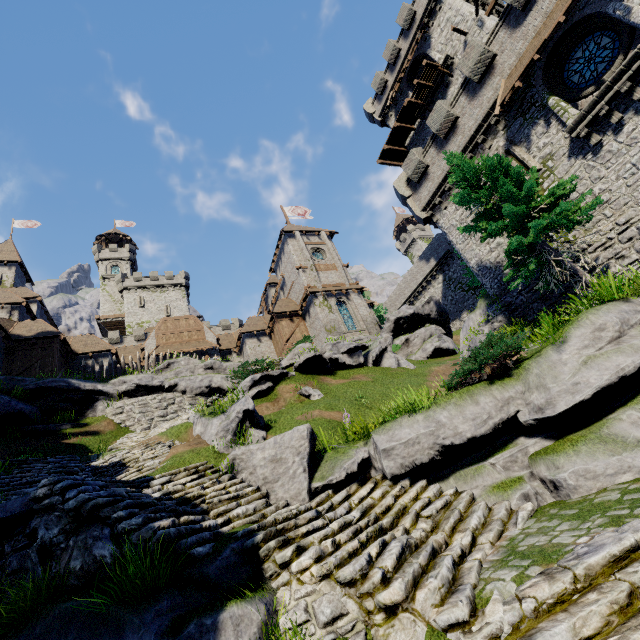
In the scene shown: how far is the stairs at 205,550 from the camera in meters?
4.9

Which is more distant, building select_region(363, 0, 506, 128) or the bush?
building select_region(363, 0, 506, 128)

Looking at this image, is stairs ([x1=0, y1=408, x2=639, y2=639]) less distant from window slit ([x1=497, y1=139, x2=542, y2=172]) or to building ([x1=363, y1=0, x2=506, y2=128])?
window slit ([x1=497, y1=139, x2=542, y2=172])

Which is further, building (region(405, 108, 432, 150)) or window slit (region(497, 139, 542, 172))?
building (region(405, 108, 432, 150))

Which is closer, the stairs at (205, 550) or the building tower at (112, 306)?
the stairs at (205, 550)

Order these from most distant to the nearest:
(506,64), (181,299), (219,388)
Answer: (181,299), (219,388), (506,64)

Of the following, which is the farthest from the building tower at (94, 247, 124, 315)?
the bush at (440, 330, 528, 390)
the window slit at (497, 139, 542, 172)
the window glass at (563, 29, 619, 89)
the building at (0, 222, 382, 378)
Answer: the window glass at (563, 29, 619, 89)

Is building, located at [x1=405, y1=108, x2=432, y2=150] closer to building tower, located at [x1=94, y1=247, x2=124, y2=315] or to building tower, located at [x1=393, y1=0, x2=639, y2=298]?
building tower, located at [x1=393, y1=0, x2=639, y2=298]
